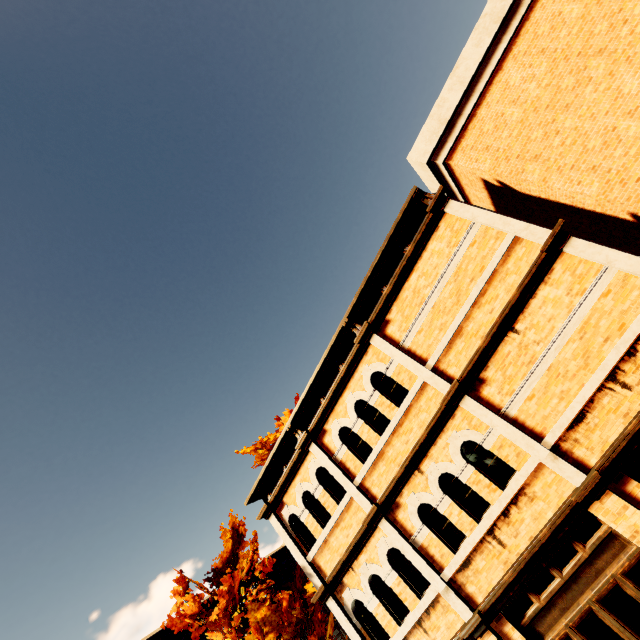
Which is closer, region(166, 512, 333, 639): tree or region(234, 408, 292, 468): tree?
region(166, 512, 333, 639): tree

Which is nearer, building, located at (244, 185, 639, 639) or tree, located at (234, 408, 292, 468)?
building, located at (244, 185, 639, 639)

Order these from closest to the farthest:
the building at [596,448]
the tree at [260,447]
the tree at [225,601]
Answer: the building at [596,448] → the tree at [225,601] → the tree at [260,447]

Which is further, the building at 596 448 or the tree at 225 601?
the tree at 225 601

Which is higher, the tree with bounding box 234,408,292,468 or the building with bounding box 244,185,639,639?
the tree with bounding box 234,408,292,468

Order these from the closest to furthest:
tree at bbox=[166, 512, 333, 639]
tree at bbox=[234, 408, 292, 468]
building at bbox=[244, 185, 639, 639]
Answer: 1. building at bbox=[244, 185, 639, 639]
2. tree at bbox=[166, 512, 333, 639]
3. tree at bbox=[234, 408, 292, 468]

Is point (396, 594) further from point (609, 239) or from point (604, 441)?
point (609, 239)
